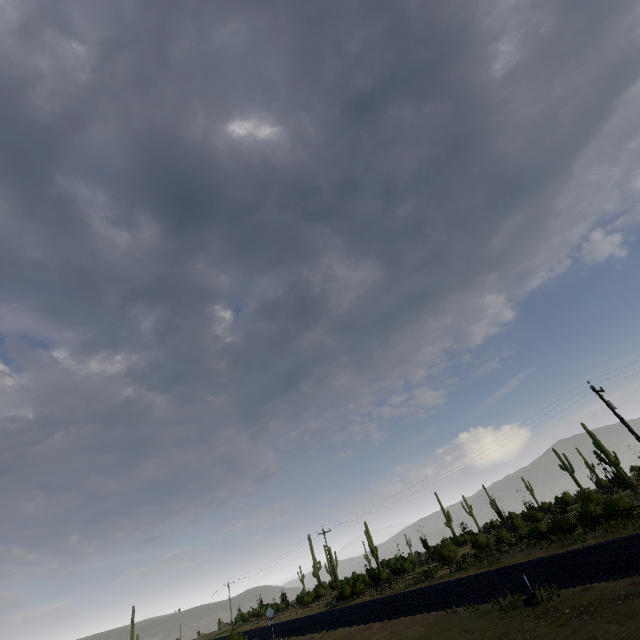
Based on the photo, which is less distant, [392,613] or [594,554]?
[594,554]
